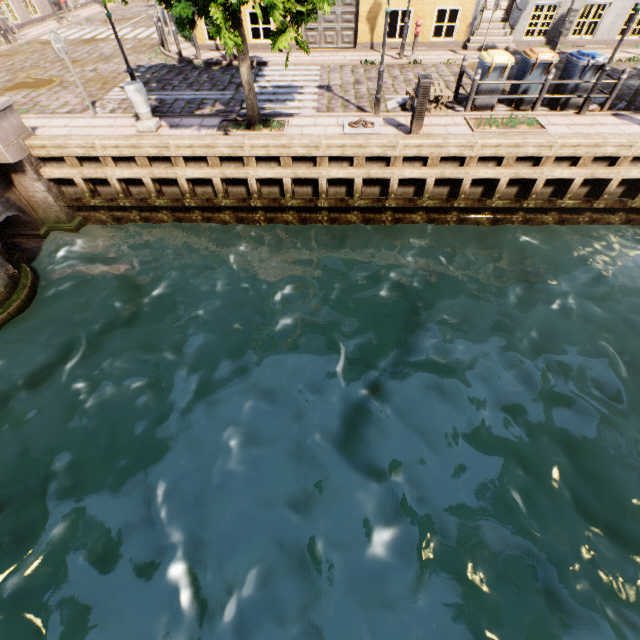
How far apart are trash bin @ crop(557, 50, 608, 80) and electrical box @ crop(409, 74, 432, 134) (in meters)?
4.69

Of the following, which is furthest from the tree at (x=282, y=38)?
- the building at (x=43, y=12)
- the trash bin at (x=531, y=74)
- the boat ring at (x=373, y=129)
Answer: the building at (x=43, y=12)

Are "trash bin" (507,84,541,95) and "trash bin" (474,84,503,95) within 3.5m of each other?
yes

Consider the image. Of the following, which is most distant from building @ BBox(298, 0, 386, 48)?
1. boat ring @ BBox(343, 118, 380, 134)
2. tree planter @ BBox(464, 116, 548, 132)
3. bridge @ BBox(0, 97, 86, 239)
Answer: bridge @ BBox(0, 97, 86, 239)

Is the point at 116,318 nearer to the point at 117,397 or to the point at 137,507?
the point at 117,397

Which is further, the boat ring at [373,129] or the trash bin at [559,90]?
the trash bin at [559,90]

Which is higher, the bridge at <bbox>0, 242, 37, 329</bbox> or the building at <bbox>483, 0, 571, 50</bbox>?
the building at <bbox>483, 0, 571, 50</bbox>

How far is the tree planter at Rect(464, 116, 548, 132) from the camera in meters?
8.6
